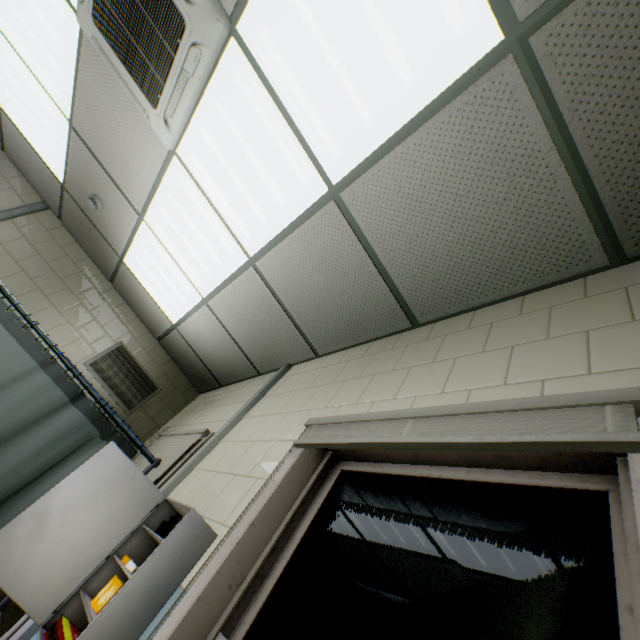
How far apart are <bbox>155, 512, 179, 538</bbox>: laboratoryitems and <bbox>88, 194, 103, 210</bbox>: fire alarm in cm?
329

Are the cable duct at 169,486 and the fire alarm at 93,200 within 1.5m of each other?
no

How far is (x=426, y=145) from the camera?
1.5m

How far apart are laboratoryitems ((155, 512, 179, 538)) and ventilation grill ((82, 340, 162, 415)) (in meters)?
A: 3.16

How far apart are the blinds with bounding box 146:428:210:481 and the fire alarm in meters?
2.5 m

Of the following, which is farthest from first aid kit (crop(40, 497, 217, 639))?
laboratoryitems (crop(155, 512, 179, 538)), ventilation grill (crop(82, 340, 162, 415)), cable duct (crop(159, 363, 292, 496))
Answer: ventilation grill (crop(82, 340, 162, 415))

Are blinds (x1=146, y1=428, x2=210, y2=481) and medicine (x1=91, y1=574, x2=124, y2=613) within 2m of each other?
yes

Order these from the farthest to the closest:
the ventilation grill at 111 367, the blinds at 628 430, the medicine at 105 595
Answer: the ventilation grill at 111 367
the medicine at 105 595
the blinds at 628 430
